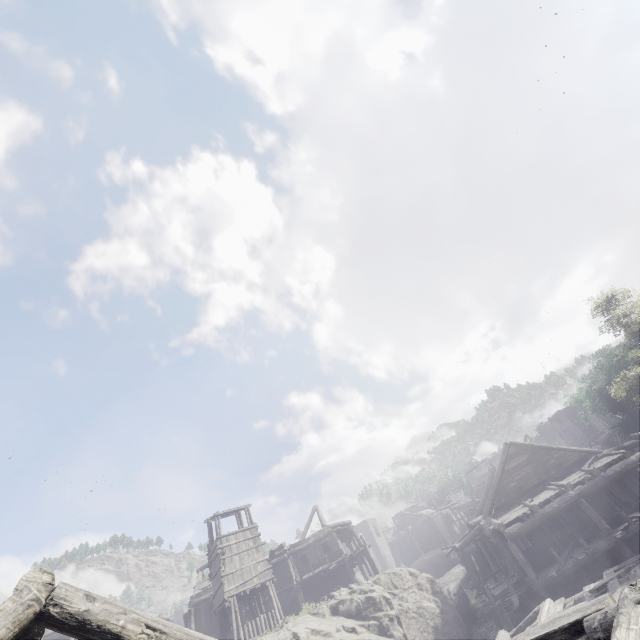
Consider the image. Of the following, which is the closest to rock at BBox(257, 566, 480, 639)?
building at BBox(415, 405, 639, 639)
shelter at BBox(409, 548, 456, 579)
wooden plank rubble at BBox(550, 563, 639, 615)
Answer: building at BBox(415, 405, 639, 639)

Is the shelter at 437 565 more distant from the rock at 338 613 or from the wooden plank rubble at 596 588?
the wooden plank rubble at 596 588

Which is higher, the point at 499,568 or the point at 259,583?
the point at 259,583

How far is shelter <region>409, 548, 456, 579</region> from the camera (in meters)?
42.31

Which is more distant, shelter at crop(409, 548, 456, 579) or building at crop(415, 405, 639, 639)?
shelter at crop(409, 548, 456, 579)

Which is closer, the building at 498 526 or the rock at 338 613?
the building at 498 526

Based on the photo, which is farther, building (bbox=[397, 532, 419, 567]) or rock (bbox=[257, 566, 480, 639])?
building (bbox=[397, 532, 419, 567])

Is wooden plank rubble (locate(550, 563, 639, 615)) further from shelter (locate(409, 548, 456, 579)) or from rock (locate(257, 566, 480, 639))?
shelter (locate(409, 548, 456, 579))
